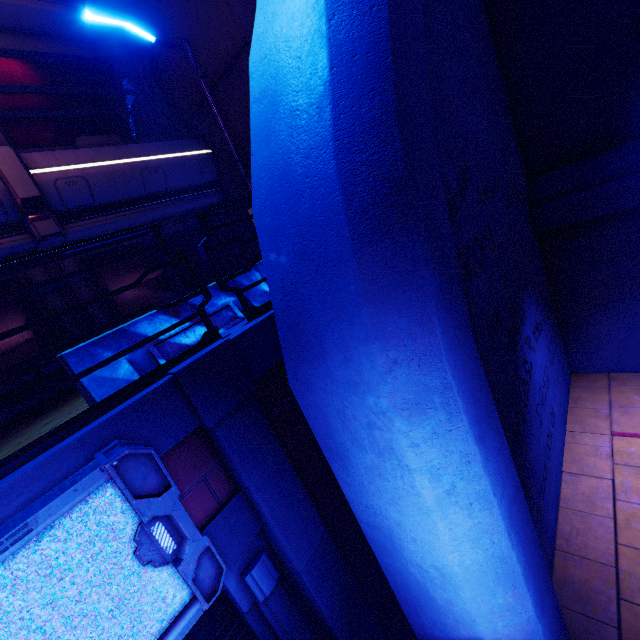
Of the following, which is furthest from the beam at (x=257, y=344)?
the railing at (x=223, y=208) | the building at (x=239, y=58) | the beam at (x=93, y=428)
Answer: the building at (x=239, y=58)

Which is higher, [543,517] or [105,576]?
[105,576]

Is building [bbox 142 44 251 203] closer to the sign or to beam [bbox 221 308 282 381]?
beam [bbox 221 308 282 381]

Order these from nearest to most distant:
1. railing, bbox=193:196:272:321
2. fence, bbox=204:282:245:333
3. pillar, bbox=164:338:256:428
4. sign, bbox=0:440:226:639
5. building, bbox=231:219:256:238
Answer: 1. sign, bbox=0:440:226:639
2. pillar, bbox=164:338:256:428
3. railing, bbox=193:196:272:321
4. fence, bbox=204:282:245:333
5. building, bbox=231:219:256:238

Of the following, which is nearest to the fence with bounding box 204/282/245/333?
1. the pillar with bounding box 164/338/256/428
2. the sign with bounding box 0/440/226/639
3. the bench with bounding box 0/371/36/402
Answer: the pillar with bounding box 164/338/256/428

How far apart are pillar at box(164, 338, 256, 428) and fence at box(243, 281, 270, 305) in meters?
0.3 m

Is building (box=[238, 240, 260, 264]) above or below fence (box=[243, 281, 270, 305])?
above

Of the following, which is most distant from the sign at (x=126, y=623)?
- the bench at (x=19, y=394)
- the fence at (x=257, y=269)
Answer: the bench at (x=19, y=394)
